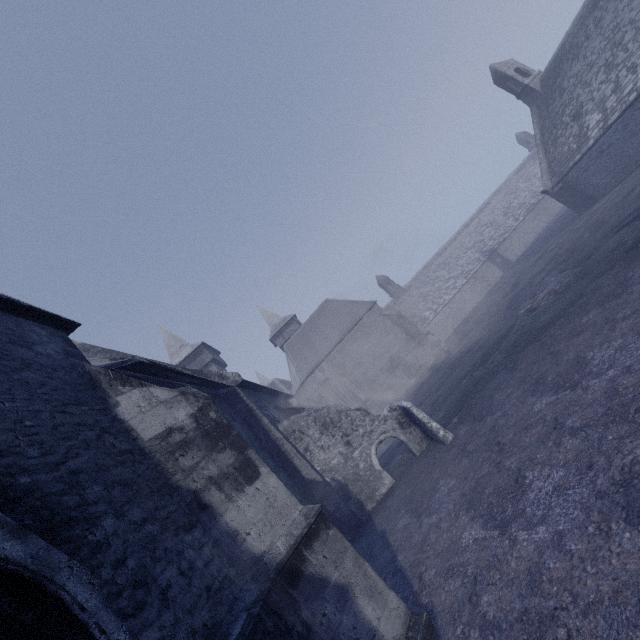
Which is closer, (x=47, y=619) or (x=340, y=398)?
Result: (x=47, y=619)
